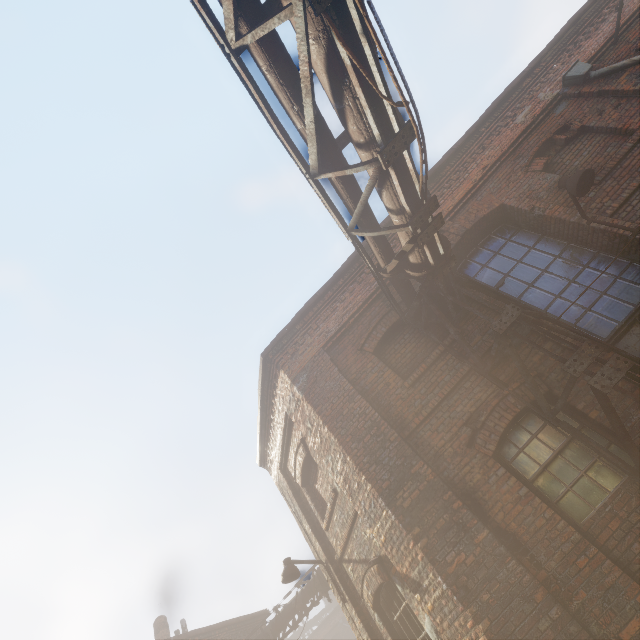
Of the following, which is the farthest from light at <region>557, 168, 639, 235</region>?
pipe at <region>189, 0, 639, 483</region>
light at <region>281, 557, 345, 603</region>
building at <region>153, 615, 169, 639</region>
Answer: building at <region>153, 615, 169, 639</region>

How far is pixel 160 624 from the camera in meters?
15.1 m

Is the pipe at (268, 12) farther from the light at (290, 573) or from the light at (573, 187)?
the light at (290, 573)

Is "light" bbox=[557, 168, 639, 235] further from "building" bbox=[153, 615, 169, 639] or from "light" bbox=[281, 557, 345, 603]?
"building" bbox=[153, 615, 169, 639]

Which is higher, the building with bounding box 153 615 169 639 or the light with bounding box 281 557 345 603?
the building with bounding box 153 615 169 639

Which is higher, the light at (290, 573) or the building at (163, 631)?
the building at (163, 631)

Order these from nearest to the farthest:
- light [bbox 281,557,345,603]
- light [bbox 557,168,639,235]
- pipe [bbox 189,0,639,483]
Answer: pipe [bbox 189,0,639,483], light [bbox 557,168,639,235], light [bbox 281,557,345,603]

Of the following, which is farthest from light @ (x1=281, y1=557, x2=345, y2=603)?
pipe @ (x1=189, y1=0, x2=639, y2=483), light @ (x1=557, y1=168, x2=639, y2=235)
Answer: light @ (x1=557, y1=168, x2=639, y2=235)
